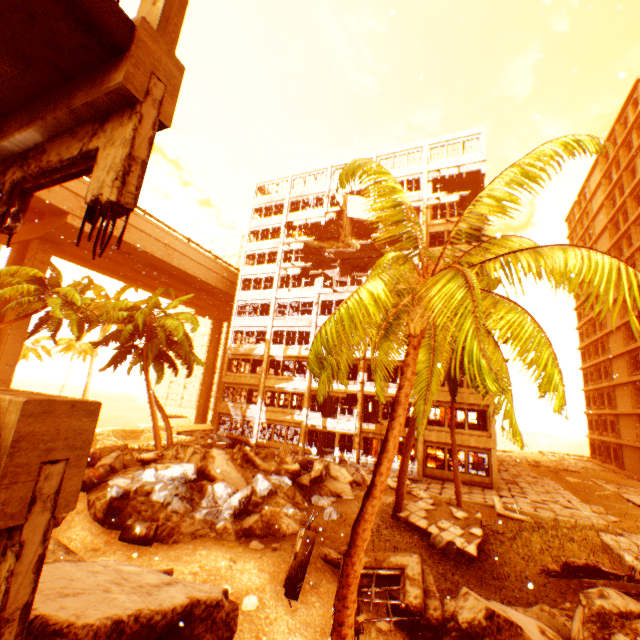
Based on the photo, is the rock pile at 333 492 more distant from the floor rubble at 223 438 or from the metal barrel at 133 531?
the floor rubble at 223 438

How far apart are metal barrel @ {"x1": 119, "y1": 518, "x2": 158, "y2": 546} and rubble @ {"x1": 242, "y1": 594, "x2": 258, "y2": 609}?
3.71m

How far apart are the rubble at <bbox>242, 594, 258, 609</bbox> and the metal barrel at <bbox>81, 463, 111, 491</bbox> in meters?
7.6 m

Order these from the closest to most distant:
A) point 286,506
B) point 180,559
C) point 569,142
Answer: point 569,142 < point 180,559 < point 286,506

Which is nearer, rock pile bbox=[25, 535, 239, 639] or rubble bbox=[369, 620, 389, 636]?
rock pile bbox=[25, 535, 239, 639]

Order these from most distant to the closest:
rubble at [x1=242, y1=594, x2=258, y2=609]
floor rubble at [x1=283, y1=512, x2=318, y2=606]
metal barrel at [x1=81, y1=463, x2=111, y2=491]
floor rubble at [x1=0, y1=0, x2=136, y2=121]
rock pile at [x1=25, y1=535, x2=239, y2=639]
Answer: metal barrel at [x1=81, y1=463, x2=111, y2=491] → floor rubble at [x1=283, y1=512, x2=318, y2=606] → rubble at [x1=242, y1=594, x2=258, y2=609] → rock pile at [x1=25, y1=535, x2=239, y2=639] → floor rubble at [x1=0, y1=0, x2=136, y2=121]

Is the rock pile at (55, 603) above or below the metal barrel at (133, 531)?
above

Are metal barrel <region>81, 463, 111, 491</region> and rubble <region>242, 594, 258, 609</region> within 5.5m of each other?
no
